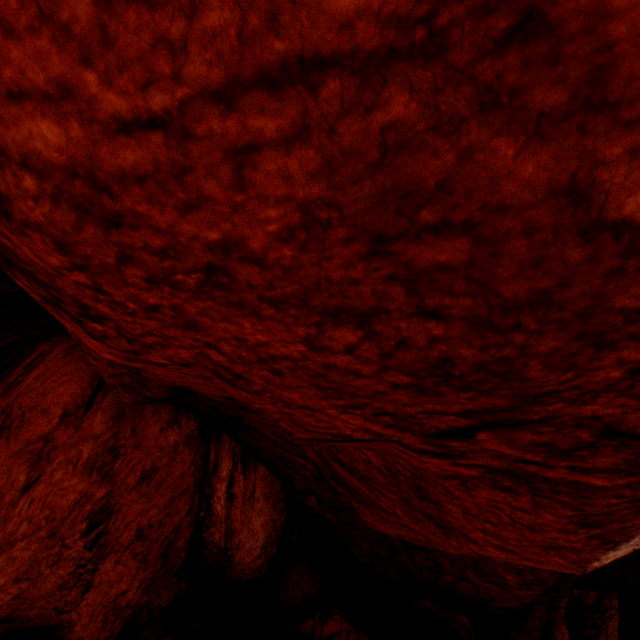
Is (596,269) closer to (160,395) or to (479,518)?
(479,518)
